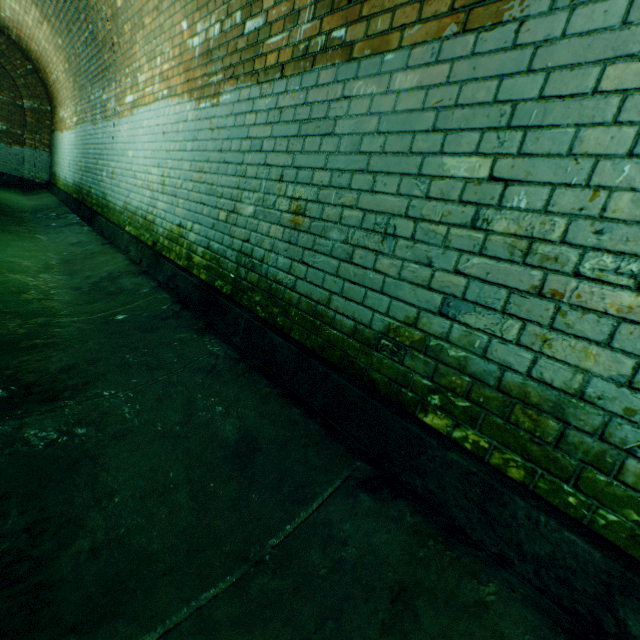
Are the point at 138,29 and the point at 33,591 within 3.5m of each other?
no
